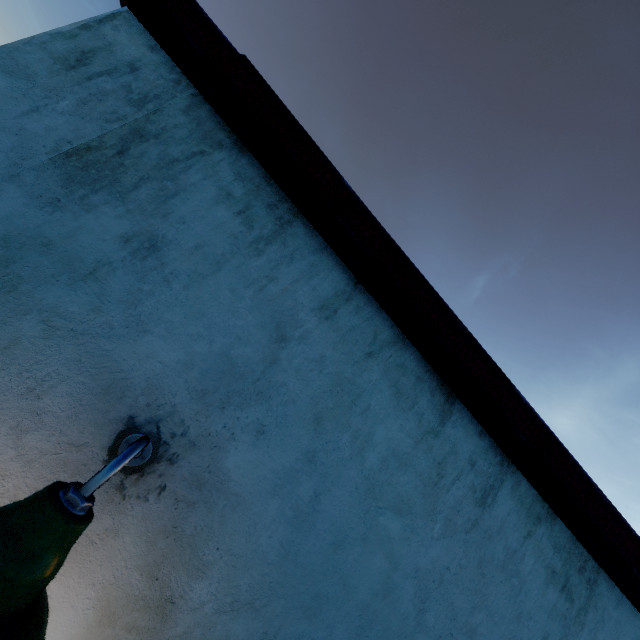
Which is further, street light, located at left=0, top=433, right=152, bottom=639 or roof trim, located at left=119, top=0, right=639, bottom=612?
roof trim, located at left=119, top=0, right=639, bottom=612

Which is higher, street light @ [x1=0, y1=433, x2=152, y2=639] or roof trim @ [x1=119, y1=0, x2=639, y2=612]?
roof trim @ [x1=119, y1=0, x2=639, y2=612]

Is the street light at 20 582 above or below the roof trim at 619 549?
below

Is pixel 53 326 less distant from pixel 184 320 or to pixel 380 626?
pixel 184 320

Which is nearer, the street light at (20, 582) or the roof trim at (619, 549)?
the street light at (20, 582)
